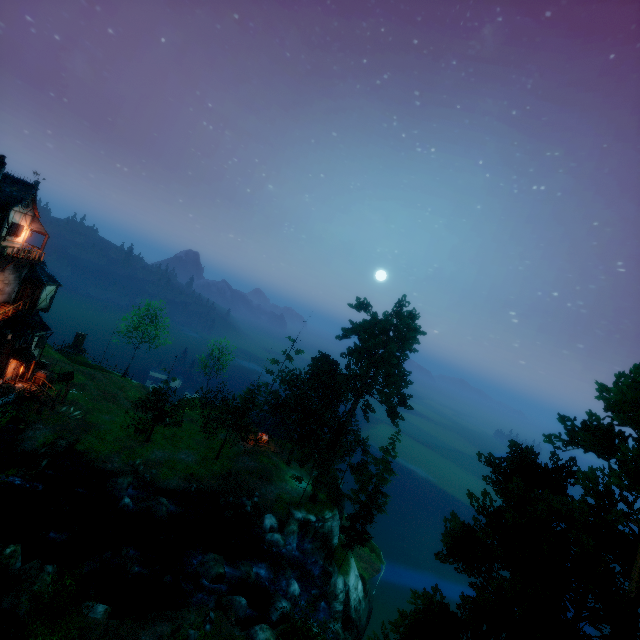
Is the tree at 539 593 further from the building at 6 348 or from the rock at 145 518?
the building at 6 348

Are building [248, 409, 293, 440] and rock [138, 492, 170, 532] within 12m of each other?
no

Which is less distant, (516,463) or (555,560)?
(555,560)

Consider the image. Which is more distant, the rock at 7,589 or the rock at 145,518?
the rock at 145,518

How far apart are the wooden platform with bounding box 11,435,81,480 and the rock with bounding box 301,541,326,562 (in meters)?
24.49

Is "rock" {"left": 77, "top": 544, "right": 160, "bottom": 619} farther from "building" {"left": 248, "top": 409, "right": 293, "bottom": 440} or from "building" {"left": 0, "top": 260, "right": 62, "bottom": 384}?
"building" {"left": 0, "top": 260, "right": 62, "bottom": 384}

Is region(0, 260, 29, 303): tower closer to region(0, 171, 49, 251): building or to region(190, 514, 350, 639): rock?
region(0, 171, 49, 251): building

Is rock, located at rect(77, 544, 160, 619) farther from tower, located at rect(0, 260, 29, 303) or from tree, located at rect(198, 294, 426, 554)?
tower, located at rect(0, 260, 29, 303)
